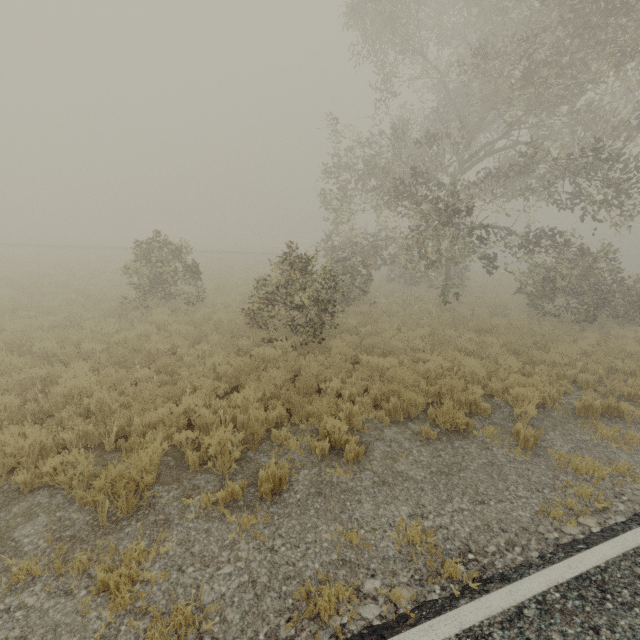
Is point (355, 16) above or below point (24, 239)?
above
